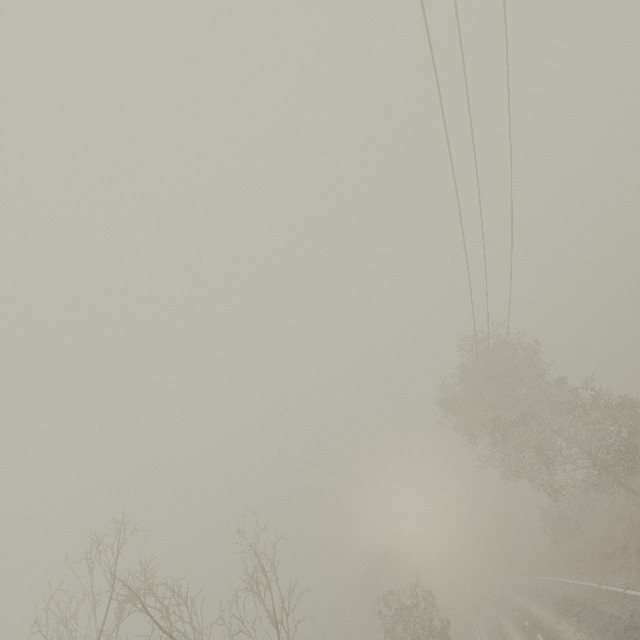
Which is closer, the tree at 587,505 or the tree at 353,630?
the tree at 587,505

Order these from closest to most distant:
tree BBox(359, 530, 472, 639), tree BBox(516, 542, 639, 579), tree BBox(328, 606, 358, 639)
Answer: tree BBox(516, 542, 639, 579) < tree BBox(359, 530, 472, 639) < tree BBox(328, 606, 358, 639)

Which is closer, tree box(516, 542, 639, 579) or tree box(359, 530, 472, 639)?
tree box(516, 542, 639, 579)

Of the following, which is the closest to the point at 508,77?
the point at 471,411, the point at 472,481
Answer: the point at 471,411

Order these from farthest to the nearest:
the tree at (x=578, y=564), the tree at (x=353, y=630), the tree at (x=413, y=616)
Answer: the tree at (x=353, y=630) → the tree at (x=413, y=616) → the tree at (x=578, y=564)

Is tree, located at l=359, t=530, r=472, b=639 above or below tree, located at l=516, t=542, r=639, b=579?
above
